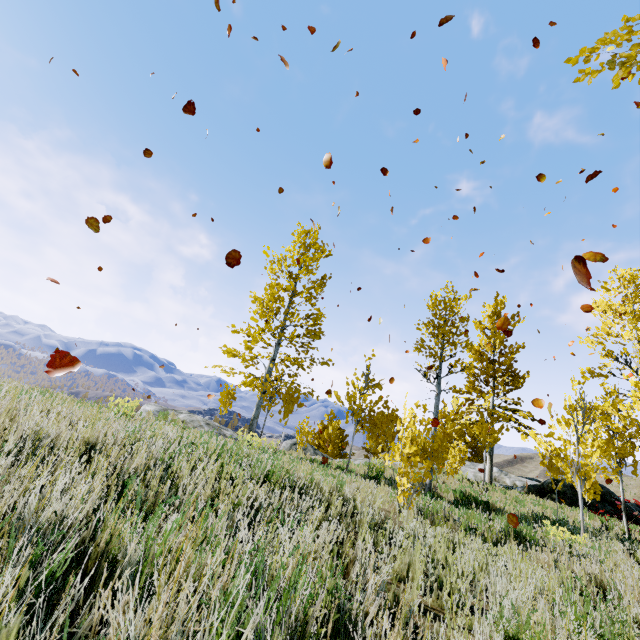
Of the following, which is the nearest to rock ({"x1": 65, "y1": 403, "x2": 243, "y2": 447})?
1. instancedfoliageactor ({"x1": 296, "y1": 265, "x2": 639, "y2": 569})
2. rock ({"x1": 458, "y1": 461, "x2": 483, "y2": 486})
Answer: instancedfoliageactor ({"x1": 296, "y1": 265, "x2": 639, "y2": 569})

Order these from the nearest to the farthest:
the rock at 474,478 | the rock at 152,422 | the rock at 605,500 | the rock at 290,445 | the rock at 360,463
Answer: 1. the rock at 152,422
2. the rock at 605,500
3. the rock at 360,463
4. the rock at 290,445
5. the rock at 474,478

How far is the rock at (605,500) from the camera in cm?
1191

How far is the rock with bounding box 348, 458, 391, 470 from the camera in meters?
12.4

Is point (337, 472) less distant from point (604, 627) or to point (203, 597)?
point (604, 627)

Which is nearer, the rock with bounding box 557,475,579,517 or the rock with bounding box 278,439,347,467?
the rock with bounding box 557,475,579,517

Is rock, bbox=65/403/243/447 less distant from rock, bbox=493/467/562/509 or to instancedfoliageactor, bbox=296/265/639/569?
instancedfoliageactor, bbox=296/265/639/569

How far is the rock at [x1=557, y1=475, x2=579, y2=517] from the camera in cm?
1249
